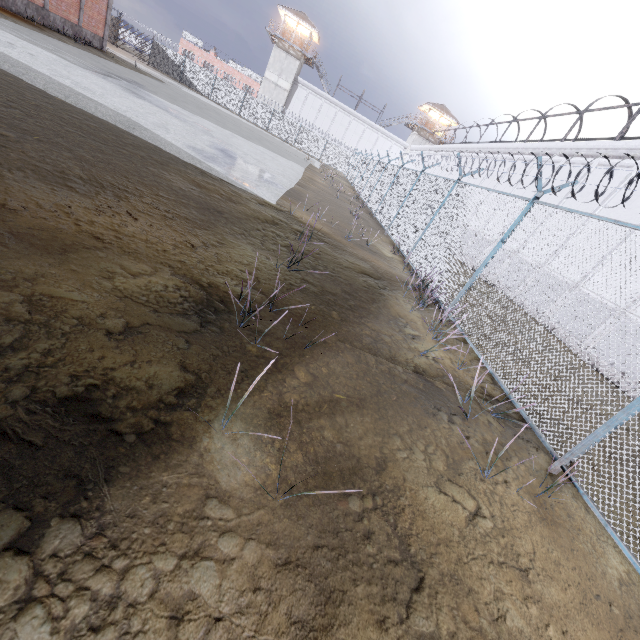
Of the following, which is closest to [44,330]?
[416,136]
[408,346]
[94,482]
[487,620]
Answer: [94,482]

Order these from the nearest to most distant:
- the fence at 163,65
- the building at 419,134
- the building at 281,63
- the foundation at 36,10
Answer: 1. the fence at 163,65
2. the foundation at 36,10
3. the building at 281,63
4. the building at 419,134

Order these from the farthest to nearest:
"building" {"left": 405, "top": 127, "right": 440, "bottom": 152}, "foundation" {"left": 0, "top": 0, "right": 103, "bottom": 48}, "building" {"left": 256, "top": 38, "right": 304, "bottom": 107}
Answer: "building" {"left": 405, "top": 127, "right": 440, "bottom": 152}, "building" {"left": 256, "top": 38, "right": 304, "bottom": 107}, "foundation" {"left": 0, "top": 0, "right": 103, "bottom": 48}

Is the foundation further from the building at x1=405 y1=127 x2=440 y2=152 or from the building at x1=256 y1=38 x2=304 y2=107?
the building at x1=405 y1=127 x2=440 y2=152

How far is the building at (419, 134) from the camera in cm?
4994

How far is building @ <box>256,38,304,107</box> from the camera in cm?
4534

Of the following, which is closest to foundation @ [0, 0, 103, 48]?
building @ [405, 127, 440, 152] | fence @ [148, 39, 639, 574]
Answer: fence @ [148, 39, 639, 574]

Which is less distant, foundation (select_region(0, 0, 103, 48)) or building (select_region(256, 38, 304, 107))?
foundation (select_region(0, 0, 103, 48))
